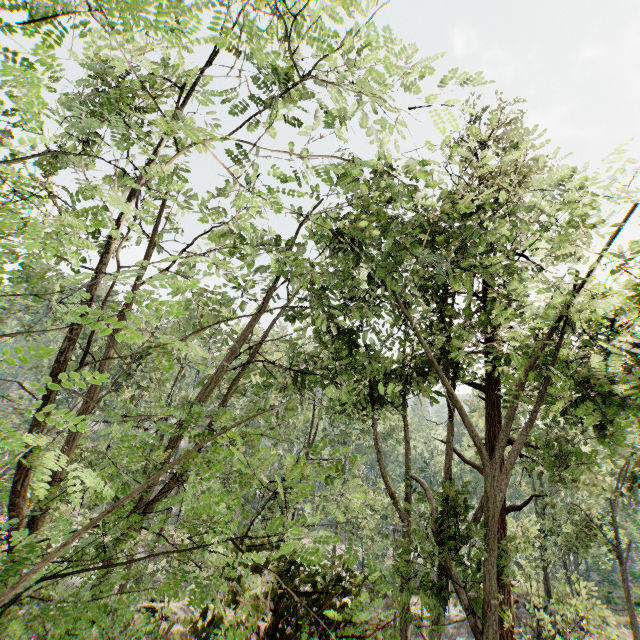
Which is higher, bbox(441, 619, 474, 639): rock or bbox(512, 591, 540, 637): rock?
bbox(512, 591, 540, 637): rock

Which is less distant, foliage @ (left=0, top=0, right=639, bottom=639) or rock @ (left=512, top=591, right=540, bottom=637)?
foliage @ (left=0, top=0, right=639, bottom=639)

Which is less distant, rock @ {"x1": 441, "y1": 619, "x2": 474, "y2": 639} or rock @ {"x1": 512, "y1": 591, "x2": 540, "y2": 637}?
rock @ {"x1": 512, "y1": 591, "x2": 540, "y2": 637}

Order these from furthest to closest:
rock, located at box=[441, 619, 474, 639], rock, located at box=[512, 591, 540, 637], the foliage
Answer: rock, located at box=[441, 619, 474, 639] < rock, located at box=[512, 591, 540, 637] < the foliage

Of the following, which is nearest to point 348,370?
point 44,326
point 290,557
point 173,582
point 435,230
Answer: point 435,230

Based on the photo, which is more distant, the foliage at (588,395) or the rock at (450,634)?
the rock at (450,634)

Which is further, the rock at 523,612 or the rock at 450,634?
the rock at 450,634
